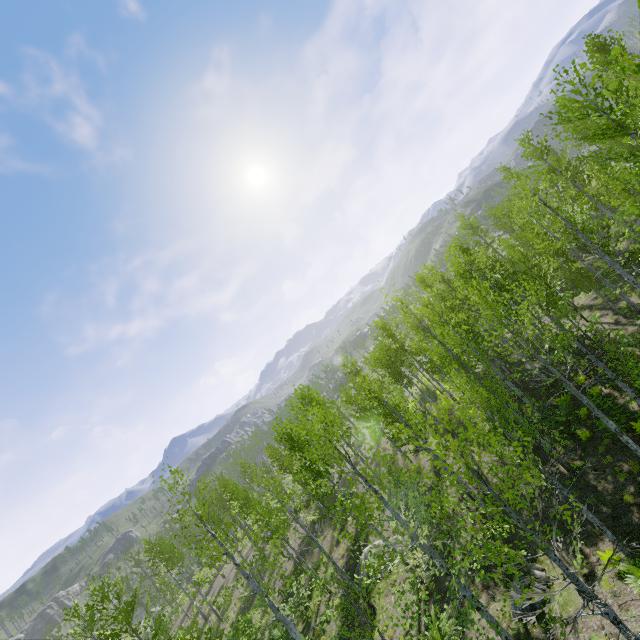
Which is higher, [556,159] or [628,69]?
[628,69]
